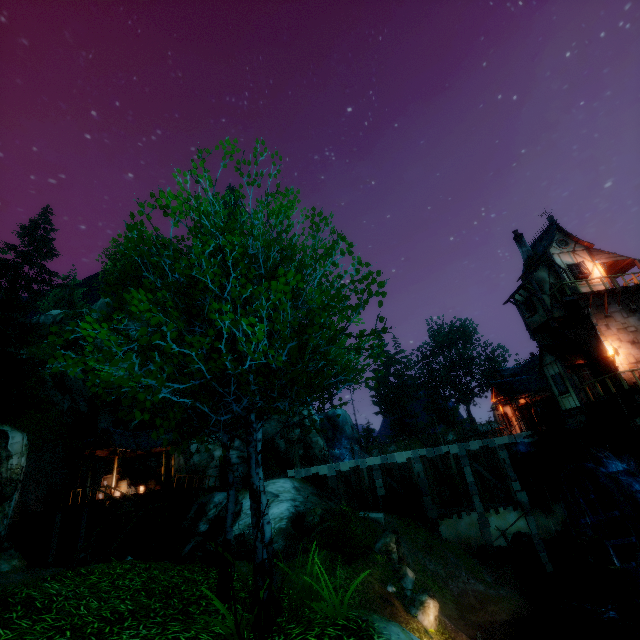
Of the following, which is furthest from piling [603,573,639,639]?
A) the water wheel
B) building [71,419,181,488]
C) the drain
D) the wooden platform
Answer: building [71,419,181,488]

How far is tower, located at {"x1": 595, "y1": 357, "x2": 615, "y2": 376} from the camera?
18.88m

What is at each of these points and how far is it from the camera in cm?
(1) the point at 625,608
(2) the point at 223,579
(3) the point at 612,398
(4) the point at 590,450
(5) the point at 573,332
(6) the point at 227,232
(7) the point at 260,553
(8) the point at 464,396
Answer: (1) piling, 1466
(2) tree, 661
(3) wooden platform, 1748
(4) drain, 1759
(5) tower, 2134
(6) tree, 539
(7) tree, 522
(8) tree, 5397

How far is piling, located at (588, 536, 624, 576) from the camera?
14.8 meters

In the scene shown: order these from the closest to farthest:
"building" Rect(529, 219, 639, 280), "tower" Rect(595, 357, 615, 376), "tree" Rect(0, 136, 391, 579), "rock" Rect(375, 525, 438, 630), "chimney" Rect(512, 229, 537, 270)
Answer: "tree" Rect(0, 136, 391, 579), "rock" Rect(375, 525, 438, 630), "tower" Rect(595, 357, 615, 376), "building" Rect(529, 219, 639, 280), "chimney" Rect(512, 229, 537, 270)

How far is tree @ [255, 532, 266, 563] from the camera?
5.2 meters

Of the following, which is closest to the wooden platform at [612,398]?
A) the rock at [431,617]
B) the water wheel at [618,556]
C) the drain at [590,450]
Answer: the drain at [590,450]

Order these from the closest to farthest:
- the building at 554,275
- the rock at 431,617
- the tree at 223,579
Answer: the tree at 223,579 → the rock at 431,617 → the building at 554,275
